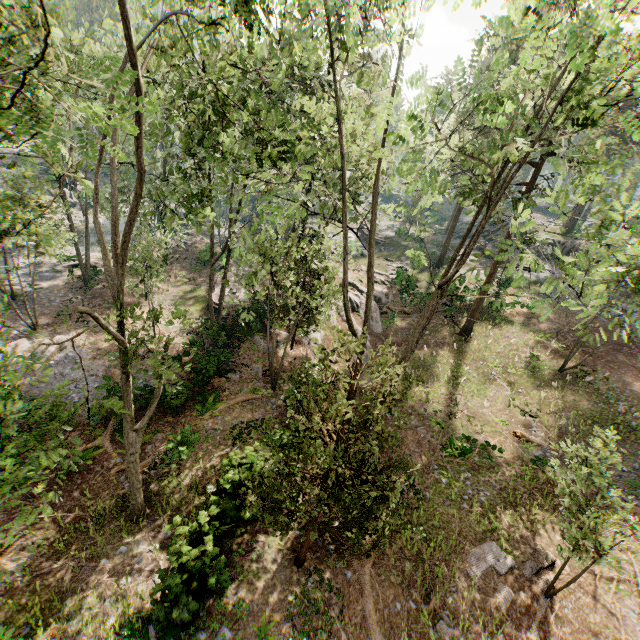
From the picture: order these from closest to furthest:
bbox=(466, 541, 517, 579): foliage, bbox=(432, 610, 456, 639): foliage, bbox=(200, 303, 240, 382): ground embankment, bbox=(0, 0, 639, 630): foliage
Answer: bbox=(0, 0, 639, 630): foliage, bbox=(432, 610, 456, 639): foliage, bbox=(466, 541, 517, 579): foliage, bbox=(200, 303, 240, 382): ground embankment

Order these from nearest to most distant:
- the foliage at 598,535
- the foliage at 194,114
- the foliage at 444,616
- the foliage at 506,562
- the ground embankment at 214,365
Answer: the foliage at 194,114 → the foliage at 598,535 → the foliage at 444,616 → the foliage at 506,562 → the ground embankment at 214,365

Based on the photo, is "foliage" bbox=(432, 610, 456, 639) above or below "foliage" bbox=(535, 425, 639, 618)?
below

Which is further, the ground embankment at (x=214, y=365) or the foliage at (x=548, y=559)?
the ground embankment at (x=214, y=365)

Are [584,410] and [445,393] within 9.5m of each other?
yes

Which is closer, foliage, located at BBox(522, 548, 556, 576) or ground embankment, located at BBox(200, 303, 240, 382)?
foliage, located at BBox(522, 548, 556, 576)

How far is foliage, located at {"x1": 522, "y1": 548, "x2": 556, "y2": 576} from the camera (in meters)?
12.02
